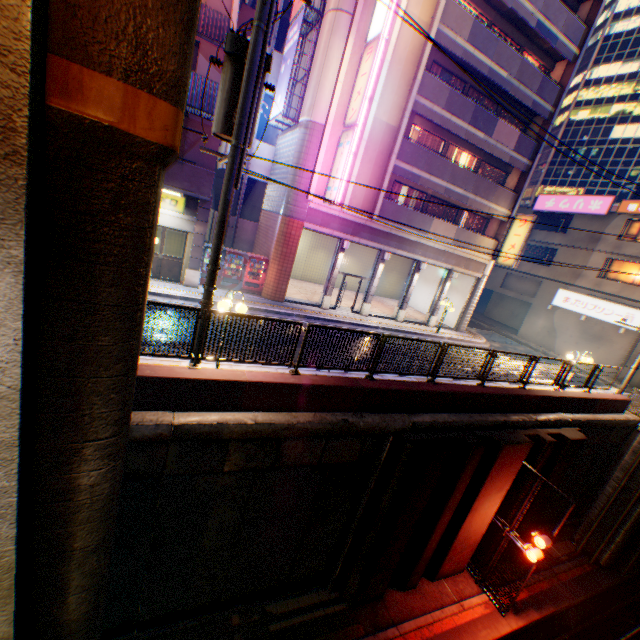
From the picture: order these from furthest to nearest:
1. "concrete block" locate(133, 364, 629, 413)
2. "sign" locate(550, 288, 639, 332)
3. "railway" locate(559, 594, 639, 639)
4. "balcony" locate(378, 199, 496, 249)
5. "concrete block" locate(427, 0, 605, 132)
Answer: "sign" locate(550, 288, 639, 332) → "balcony" locate(378, 199, 496, 249) → "concrete block" locate(427, 0, 605, 132) → "railway" locate(559, 594, 639, 639) → "concrete block" locate(133, 364, 629, 413)

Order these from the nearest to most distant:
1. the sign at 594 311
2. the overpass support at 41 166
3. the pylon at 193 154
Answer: the overpass support at 41 166 < the pylon at 193 154 < the sign at 594 311

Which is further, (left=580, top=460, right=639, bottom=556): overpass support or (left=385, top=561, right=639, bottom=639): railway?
(left=580, top=460, right=639, bottom=556): overpass support

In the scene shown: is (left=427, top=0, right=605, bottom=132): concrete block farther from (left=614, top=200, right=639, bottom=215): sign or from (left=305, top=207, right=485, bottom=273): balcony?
(left=614, top=200, right=639, bottom=215): sign

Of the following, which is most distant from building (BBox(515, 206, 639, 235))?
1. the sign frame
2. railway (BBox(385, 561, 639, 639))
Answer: the sign frame

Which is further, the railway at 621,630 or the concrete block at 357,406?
the railway at 621,630

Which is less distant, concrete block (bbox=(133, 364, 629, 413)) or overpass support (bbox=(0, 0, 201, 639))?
overpass support (bbox=(0, 0, 201, 639))

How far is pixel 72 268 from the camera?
2.9m
